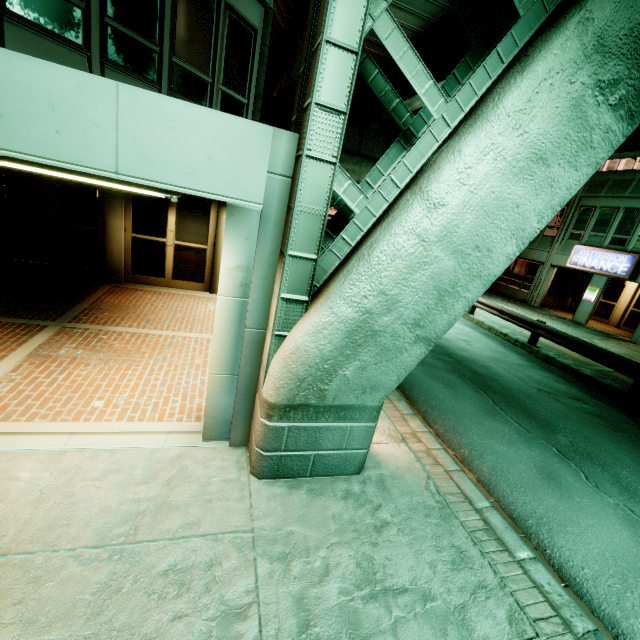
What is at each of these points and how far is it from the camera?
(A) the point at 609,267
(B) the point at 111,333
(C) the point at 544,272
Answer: (A) sign, 18.4 meters
(B) building, 6.4 meters
(C) building, 22.6 meters

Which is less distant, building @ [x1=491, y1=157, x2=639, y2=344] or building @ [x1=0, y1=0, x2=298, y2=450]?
building @ [x1=0, y1=0, x2=298, y2=450]

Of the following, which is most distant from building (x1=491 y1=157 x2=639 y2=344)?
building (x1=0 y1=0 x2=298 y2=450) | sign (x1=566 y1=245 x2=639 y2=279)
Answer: building (x1=0 y1=0 x2=298 y2=450)

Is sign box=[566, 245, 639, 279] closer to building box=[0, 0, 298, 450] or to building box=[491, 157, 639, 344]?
building box=[491, 157, 639, 344]

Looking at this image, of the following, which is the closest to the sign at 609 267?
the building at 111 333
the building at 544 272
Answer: the building at 544 272

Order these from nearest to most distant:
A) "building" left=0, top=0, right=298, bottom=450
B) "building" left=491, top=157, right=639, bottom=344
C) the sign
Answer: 1. "building" left=0, top=0, right=298, bottom=450
2. the sign
3. "building" left=491, top=157, right=639, bottom=344
